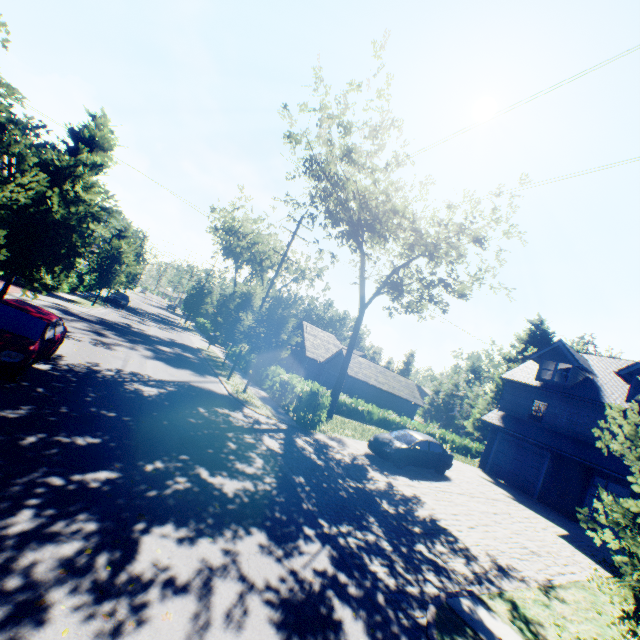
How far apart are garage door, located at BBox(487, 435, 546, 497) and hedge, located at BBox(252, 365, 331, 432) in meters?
13.6 m

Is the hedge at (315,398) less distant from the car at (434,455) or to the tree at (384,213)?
the tree at (384,213)

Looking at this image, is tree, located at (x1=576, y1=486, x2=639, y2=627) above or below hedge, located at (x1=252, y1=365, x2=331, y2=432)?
above

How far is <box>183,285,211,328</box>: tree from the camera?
46.7m

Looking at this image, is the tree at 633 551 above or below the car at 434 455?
above

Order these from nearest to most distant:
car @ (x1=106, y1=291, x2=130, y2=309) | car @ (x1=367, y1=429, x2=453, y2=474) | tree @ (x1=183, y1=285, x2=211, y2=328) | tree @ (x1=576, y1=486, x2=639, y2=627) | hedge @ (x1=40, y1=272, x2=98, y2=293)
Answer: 1. tree @ (x1=576, y1=486, x2=639, y2=627)
2. car @ (x1=367, y1=429, x2=453, y2=474)
3. hedge @ (x1=40, y1=272, x2=98, y2=293)
4. car @ (x1=106, y1=291, x2=130, y2=309)
5. tree @ (x1=183, y1=285, x2=211, y2=328)

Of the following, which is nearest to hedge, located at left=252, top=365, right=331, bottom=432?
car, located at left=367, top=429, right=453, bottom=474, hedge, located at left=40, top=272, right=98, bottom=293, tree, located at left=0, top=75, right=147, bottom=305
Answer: tree, located at left=0, top=75, right=147, bottom=305

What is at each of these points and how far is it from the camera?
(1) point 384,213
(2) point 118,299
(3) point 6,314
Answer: (1) tree, 20.84m
(2) car, 35.91m
(3) car, 8.87m
